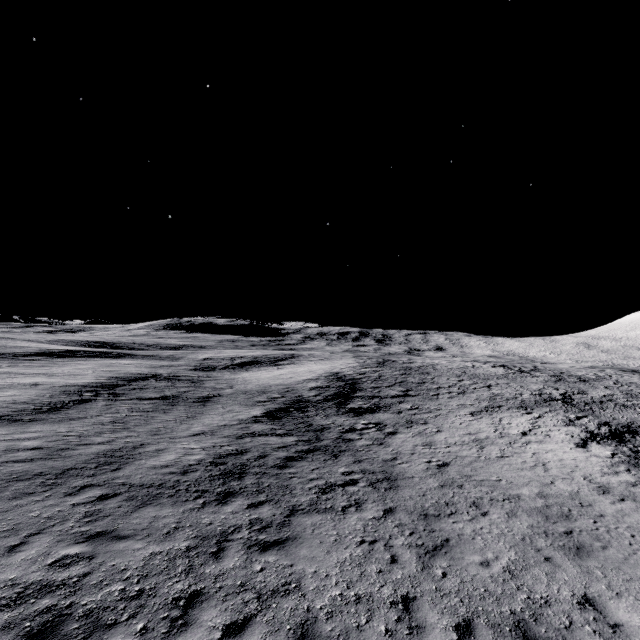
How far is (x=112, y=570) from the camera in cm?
634
